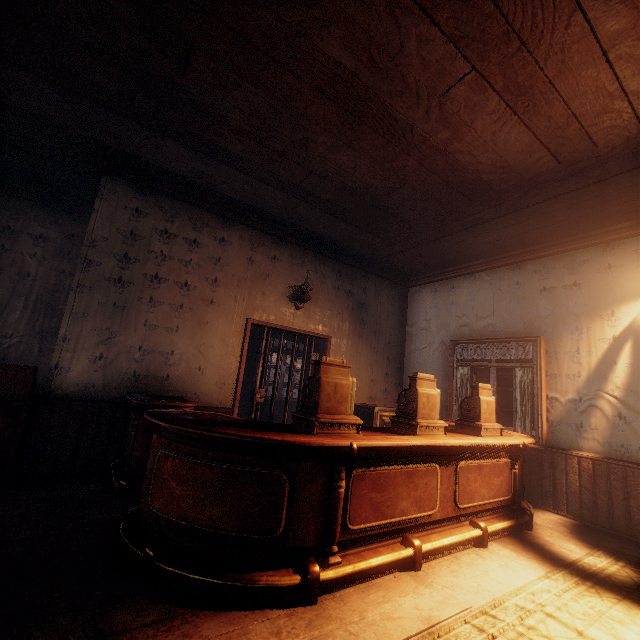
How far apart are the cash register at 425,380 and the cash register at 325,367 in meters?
0.7

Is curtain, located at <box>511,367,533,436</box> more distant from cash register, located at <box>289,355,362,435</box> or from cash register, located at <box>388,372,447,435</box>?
cash register, located at <box>289,355,362,435</box>

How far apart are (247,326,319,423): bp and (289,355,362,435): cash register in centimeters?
238cm

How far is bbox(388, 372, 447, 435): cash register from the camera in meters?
3.1 m

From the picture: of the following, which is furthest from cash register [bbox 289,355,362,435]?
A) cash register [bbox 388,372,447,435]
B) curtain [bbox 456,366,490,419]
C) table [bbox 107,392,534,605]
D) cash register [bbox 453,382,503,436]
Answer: curtain [bbox 456,366,490,419]

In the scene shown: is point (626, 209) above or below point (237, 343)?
above

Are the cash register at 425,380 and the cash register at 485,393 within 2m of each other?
yes

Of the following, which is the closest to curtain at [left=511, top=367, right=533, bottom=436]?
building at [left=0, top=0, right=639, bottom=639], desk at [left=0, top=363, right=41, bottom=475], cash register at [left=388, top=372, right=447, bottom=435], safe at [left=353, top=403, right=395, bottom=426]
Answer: building at [left=0, top=0, right=639, bottom=639]
